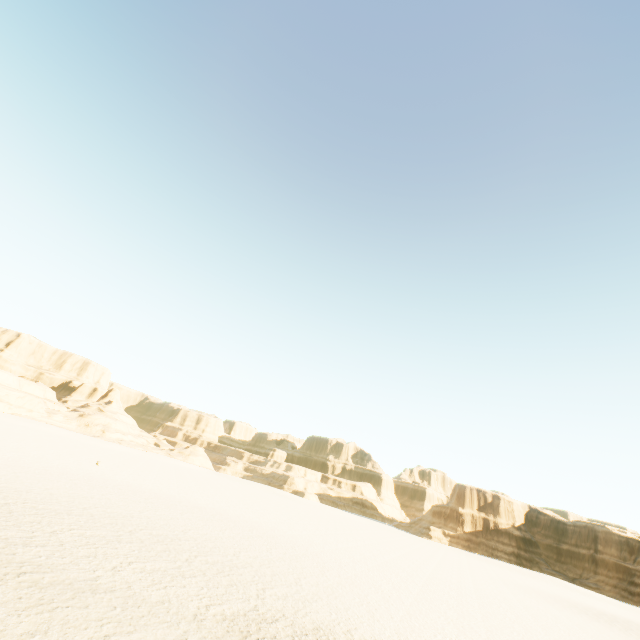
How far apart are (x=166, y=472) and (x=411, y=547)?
39.53m
